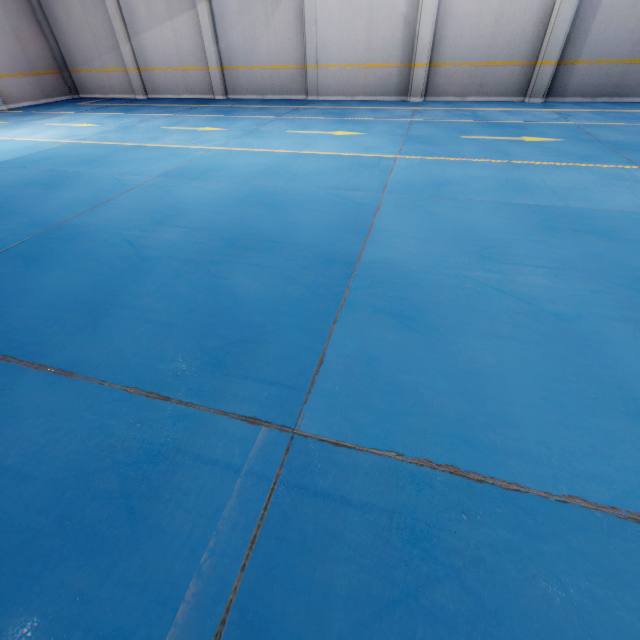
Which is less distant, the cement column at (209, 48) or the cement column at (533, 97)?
the cement column at (533, 97)

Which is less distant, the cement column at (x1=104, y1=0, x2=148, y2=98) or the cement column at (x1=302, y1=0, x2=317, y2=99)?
the cement column at (x1=302, y1=0, x2=317, y2=99)

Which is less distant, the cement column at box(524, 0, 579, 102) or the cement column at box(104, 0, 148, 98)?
the cement column at box(524, 0, 579, 102)

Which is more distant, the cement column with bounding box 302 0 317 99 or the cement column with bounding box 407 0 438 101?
the cement column with bounding box 302 0 317 99

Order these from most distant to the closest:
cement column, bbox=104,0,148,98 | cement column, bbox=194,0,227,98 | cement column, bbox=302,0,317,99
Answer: cement column, bbox=104,0,148,98 → cement column, bbox=194,0,227,98 → cement column, bbox=302,0,317,99

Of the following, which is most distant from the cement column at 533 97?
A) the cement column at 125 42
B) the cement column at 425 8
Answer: the cement column at 125 42

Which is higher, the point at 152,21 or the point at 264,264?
the point at 152,21
